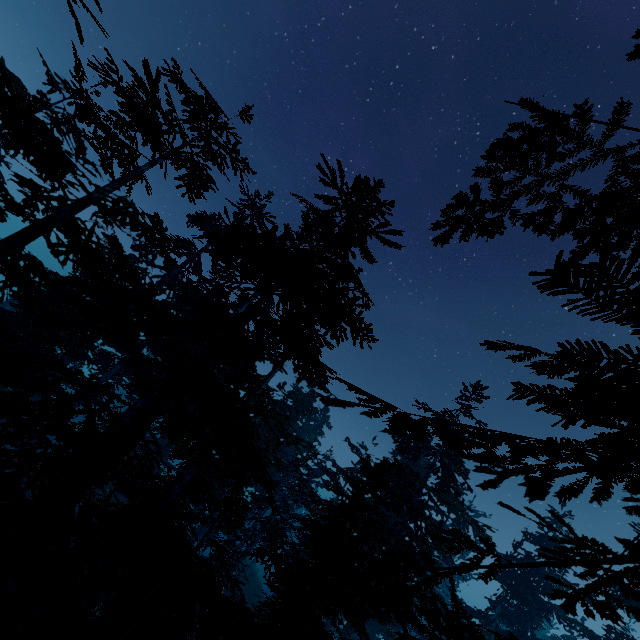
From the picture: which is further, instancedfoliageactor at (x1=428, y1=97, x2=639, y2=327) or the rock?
the rock

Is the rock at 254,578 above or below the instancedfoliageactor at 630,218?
below

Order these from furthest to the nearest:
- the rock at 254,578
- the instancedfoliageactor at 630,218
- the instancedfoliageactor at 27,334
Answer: the rock at 254,578 < the instancedfoliageactor at 27,334 < the instancedfoliageactor at 630,218

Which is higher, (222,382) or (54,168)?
(222,382)

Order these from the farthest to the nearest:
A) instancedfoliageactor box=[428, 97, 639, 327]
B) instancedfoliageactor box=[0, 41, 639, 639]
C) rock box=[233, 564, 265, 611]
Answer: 1. rock box=[233, 564, 265, 611]
2. instancedfoliageactor box=[0, 41, 639, 639]
3. instancedfoliageactor box=[428, 97, 639, 327]

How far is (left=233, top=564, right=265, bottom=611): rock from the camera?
32.34m

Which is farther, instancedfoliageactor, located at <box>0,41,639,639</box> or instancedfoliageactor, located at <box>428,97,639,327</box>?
instancedfoliageactor, located at <box>0,41,639,639</box>
